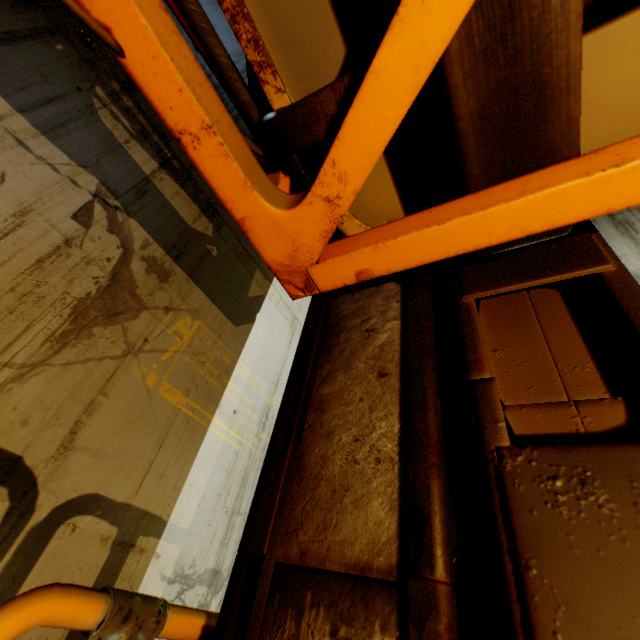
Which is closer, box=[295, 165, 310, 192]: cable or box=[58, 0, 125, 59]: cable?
box=[58, 0, 125, 59]: cable

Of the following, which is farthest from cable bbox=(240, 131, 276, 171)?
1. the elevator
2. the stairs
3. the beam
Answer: the beam

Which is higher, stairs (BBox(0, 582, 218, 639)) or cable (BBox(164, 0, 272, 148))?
cable (BBox(164, 0, 272, 148))

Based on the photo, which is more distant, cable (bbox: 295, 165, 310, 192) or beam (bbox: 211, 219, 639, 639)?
cable (bbox: 295, 165, 310, 192)

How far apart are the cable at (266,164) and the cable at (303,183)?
0.14m

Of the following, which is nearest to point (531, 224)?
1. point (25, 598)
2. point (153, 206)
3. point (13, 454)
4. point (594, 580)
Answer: point (594, 580)

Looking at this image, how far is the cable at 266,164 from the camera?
1.0m
